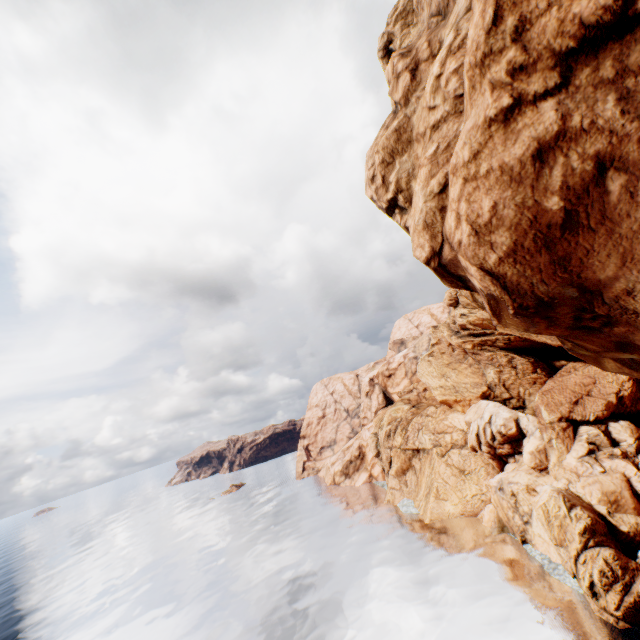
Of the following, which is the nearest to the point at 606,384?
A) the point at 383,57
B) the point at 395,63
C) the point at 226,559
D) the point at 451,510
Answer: the point at 451,510
